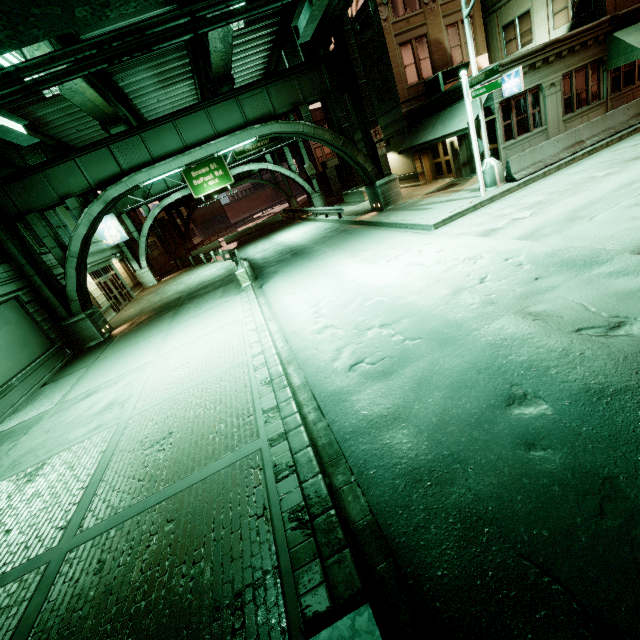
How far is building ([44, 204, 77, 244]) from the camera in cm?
2169

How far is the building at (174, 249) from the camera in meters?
41.2

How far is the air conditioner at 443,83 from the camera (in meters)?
18.73

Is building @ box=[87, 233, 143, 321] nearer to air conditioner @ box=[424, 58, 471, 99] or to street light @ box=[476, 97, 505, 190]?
street light @ box=[476, 97, 505, 190]

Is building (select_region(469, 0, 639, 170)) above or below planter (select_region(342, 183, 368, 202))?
above

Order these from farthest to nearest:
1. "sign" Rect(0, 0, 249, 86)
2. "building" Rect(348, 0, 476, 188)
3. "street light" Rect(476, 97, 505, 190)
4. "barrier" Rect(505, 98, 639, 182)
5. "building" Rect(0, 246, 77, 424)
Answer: "building" Rect(348, 0, 476, 188)
"barrier" Rect(505, 98, 639, 182)
"street light" Rect(476, 97, 505, 190)
"building" Rect(0, 246, 77, 424)
"sign" Rect(0, 0, 249, 86)

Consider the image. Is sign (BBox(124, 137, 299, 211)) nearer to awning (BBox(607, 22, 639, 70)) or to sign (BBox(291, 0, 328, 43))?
awning (BBox(607, 22, 639, 70))

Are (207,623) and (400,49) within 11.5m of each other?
no
